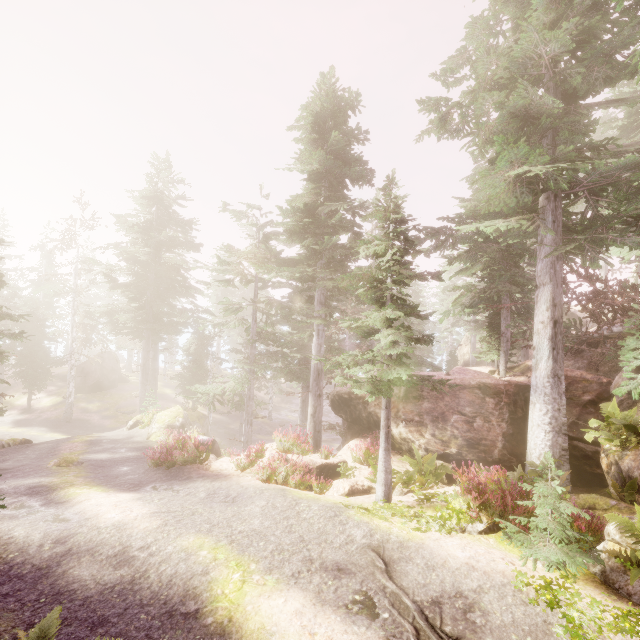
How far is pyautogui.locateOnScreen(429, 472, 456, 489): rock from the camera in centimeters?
1188cm

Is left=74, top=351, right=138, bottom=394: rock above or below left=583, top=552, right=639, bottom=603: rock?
below

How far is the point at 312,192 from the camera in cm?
1584

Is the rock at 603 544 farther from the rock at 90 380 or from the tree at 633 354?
the rock at 90 380

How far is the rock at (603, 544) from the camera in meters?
6.6

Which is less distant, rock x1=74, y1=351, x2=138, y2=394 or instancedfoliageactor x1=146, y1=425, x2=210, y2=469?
instancedfoliageactor x1=146, y1=425, x2=210, y2=469

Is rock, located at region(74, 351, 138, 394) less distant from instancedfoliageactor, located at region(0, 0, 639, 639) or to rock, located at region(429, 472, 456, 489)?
instancedfoliageactor, located at region(0, 0, 639, 639)

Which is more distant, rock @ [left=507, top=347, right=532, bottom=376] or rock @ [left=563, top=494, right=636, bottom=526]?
rock @ [left=507, top=347, right=532, bottom=376]
